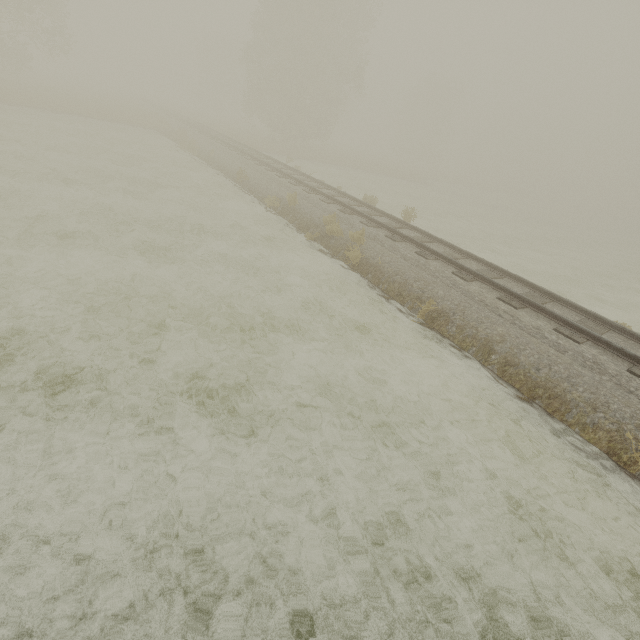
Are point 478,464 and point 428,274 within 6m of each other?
yes
